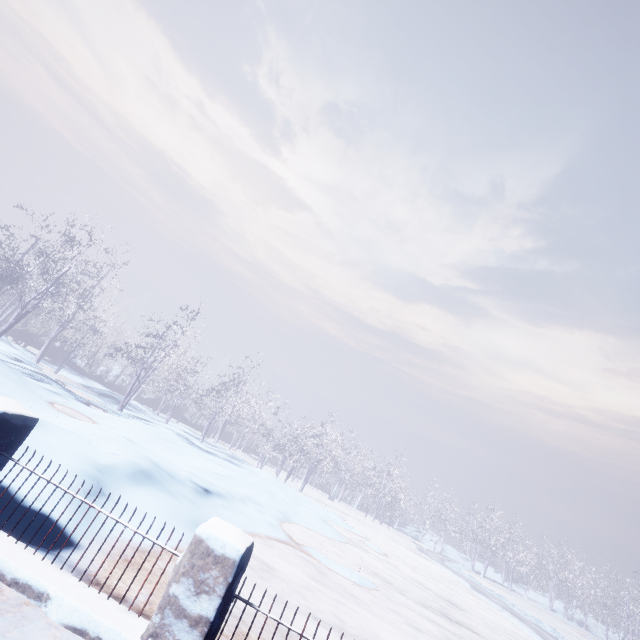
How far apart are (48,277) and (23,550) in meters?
20.4
